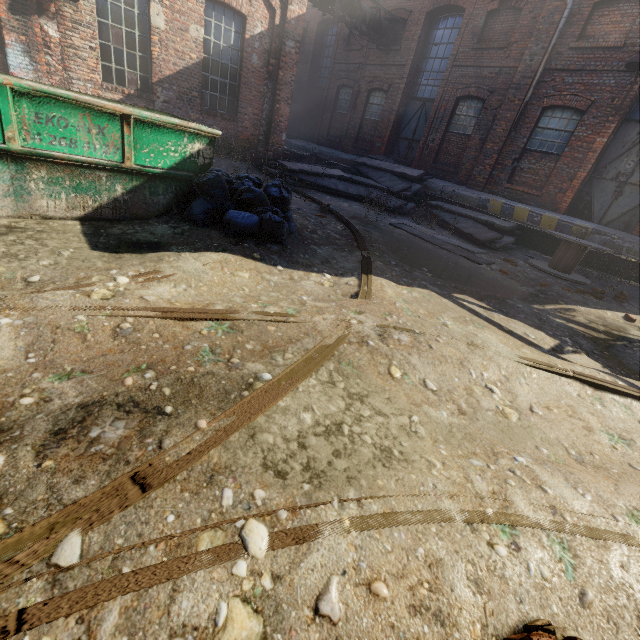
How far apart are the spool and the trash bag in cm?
697

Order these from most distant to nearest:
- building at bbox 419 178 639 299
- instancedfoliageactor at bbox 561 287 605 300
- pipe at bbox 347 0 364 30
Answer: pipe at bbox 347 0 364 30, building at bbox 419 178 639 299, instancedfoliageactor at bbox 561 287 605 300

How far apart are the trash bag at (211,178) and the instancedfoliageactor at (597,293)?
6.6 meters

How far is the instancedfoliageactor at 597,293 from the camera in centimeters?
700cm

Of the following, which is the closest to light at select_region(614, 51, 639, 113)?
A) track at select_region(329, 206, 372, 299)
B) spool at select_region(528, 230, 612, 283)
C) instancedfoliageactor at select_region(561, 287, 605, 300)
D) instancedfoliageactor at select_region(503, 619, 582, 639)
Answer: spool at select_region(528, 230, 612, 283)

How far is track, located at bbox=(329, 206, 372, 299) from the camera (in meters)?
4.03

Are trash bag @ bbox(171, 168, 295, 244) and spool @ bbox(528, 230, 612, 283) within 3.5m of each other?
no

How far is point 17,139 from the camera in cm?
343
